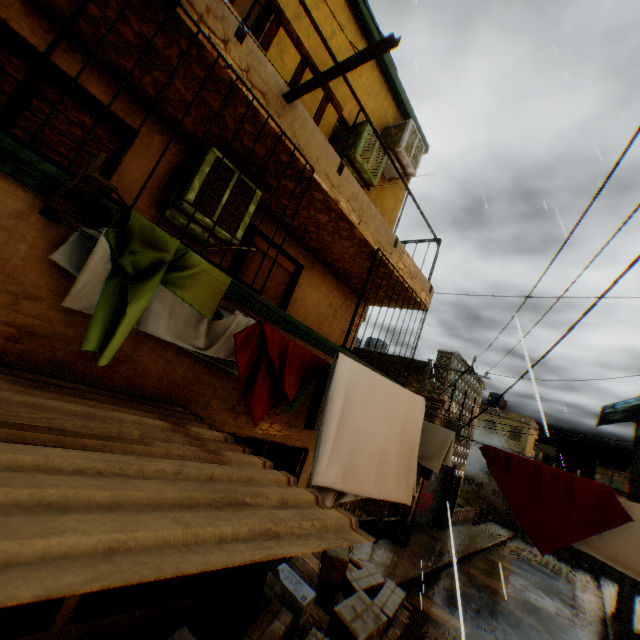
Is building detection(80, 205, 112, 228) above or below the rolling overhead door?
above

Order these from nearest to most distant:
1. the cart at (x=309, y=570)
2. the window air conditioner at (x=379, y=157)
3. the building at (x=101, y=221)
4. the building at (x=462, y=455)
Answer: the building at (x=101, y=221) → the cart at (x=309, y=570) → the window air conditioner at (x=379, y=157) → the building at (x=462, y=455)

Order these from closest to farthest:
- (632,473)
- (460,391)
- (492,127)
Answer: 1. (492,127)
2. (632,473)
3. (460,391)

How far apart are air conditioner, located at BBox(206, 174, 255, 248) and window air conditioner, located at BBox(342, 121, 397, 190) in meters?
2.1 m

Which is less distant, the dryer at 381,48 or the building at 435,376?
the dryer at 381,48

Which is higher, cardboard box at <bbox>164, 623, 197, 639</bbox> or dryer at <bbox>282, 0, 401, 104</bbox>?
dryer at <bbox>282, 0, 401, 104</bbox>

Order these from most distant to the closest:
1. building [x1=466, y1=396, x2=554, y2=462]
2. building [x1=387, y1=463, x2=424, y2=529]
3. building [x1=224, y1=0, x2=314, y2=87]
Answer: building [x1=466, y1=396, x2=554, y2=462], building [x1=387, y1=463, x2=424, y2=529], building [x1=224, y1=0, x2=314, y2=87]
